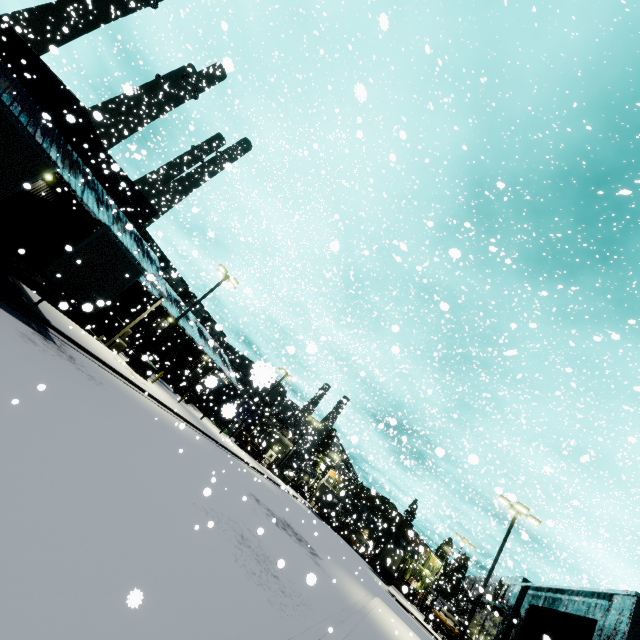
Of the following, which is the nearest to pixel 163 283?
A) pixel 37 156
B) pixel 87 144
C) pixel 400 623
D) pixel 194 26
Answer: pixel 87 144

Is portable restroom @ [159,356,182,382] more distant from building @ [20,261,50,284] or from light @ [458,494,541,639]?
light @ [458,494,541,639]

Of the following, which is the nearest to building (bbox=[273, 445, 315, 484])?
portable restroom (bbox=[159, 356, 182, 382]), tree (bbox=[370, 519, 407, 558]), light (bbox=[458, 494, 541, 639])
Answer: tree (bbox=[370, 519, 407, 558])

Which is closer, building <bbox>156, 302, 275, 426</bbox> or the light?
building <bbox>156, 302, 275, 426</bbox>

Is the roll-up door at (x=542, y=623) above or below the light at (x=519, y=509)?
below

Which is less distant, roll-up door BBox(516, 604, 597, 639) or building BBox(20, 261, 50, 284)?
roll-up door BBox(516, 604, 597, 639)

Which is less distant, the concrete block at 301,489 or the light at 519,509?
the light at 519,509

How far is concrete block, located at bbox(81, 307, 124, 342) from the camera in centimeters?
2527cm
